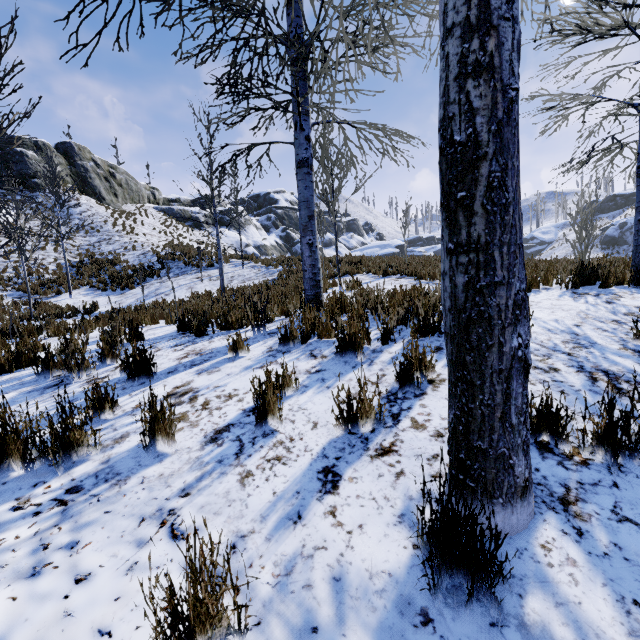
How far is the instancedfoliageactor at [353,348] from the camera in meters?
3.3 m

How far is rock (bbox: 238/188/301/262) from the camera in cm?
4009

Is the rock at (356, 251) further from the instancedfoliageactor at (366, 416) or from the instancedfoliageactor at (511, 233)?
the instancedfoliageactor at (366, 416)

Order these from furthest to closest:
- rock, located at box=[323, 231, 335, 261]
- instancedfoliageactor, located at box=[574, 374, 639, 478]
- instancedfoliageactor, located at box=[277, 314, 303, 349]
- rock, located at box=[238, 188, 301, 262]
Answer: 1. rock, located at box=[238, 188, 301, 262]
2. rock, located at box=[323, 231, 335, 261]
3. instancedfoliageactor, located at box=[277, 314, 303, 349]
4. instancedfoliageactor, located at box=[574, 374, 639, 478]

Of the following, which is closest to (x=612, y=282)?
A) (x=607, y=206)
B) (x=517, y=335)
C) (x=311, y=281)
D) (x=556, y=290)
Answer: (x=556, y=290)

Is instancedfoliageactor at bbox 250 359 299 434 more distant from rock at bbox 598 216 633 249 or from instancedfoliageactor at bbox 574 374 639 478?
rock at bbox 598 216 633 249

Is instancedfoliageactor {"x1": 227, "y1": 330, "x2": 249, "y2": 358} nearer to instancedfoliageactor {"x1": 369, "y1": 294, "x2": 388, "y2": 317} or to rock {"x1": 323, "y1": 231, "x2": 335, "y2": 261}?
instancedfoliageactor {"x1": 369, "y1": 294, "x2": 388, "y2": 317}

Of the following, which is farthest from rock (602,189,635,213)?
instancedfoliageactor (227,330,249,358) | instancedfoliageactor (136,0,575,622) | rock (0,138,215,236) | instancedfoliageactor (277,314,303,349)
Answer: instancedfoliageactor (227,330,249,358)
